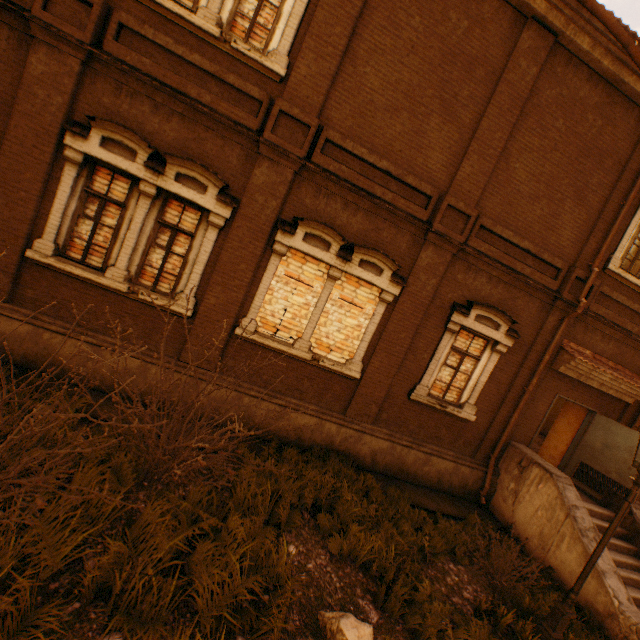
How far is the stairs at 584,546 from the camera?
6.70m

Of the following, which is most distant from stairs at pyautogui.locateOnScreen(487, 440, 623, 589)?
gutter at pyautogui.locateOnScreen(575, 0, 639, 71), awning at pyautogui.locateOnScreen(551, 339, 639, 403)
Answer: gutter at pyautogui.locateOnScreen(575, 0, 639, 71)

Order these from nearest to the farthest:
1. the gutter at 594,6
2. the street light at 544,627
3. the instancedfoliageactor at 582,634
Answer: the street light at 544,627 → the instancedfoliageactor at 582,634 → the gutter at 594,6

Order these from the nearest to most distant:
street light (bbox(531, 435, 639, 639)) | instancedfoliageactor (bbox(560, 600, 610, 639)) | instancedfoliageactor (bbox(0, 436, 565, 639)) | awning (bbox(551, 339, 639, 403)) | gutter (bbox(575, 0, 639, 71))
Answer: instancedfoliageactor (bbox(0, 436, 565, 639)) → street light (bbox(531, 435, 639, 639)) → instancedfoliageactor (bbox(560, 600, 610, 639)) → gutter (bbox(575, 0, 639, 71)) → awning (bbox(551, 339, 639, 403))

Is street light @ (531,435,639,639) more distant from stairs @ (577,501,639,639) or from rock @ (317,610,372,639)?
rock @ (317,610,372,639)

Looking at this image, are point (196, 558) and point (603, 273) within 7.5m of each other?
no

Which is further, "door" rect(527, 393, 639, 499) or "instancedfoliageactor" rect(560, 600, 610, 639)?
"door" rect(527, 393, 639, 499)

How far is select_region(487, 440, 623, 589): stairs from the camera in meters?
6.7
